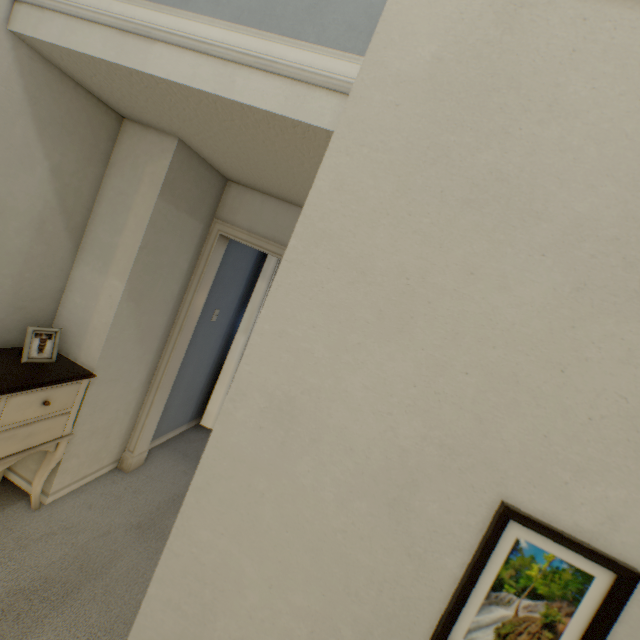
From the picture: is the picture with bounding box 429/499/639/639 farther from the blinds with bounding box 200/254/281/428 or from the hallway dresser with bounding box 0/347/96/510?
the blinds with bounding box 200/254/281/428

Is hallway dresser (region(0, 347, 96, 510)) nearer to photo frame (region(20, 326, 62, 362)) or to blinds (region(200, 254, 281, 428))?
photo frame (region(20, 326, 62, 362))

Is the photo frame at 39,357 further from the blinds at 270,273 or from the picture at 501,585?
the picture at 501,585

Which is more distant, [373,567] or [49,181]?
[49,181]

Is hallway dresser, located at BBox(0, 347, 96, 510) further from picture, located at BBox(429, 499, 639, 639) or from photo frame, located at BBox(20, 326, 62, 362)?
picture, located at BBox(429, 499, 639, 639)

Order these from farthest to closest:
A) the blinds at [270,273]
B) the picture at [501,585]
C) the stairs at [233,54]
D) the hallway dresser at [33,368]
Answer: the blinds at [270,273] < the hallway dresser at [33,368] < the stairs at [233,54] < the picture at [501,585]

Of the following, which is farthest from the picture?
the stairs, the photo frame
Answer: the photo frame

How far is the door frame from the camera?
2.43m
